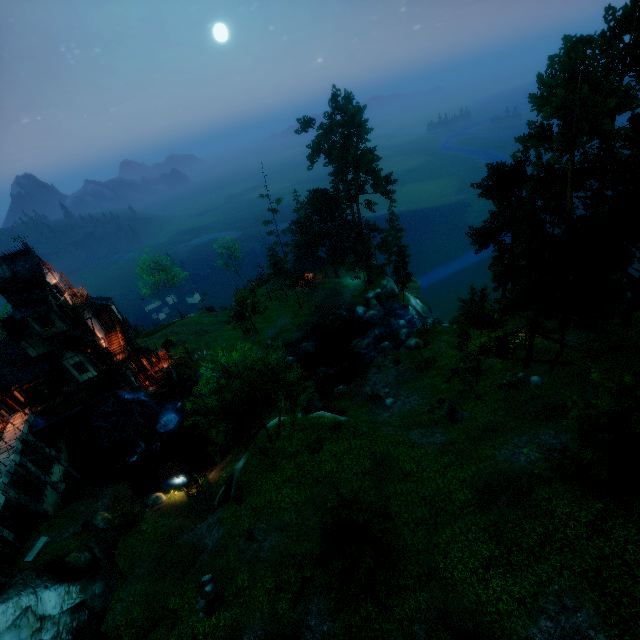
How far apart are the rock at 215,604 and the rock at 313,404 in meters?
16.3

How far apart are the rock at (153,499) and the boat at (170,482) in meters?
1.5

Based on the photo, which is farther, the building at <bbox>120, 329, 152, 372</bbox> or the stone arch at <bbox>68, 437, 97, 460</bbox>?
the building at <bbox>120, 329, 152, 372</bbox>

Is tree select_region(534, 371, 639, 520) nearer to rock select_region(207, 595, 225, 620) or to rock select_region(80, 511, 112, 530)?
rock select_region(207, 595, 225, 620)

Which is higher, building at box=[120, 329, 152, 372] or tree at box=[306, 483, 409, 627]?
tree at box=[306, 483, 409, 627]

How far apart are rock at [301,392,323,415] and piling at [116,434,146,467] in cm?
1865

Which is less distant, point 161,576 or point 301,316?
point 161,576

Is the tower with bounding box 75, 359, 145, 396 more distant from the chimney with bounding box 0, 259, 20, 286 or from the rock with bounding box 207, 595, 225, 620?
the rock with bounding box 207, 595, 225, 620
